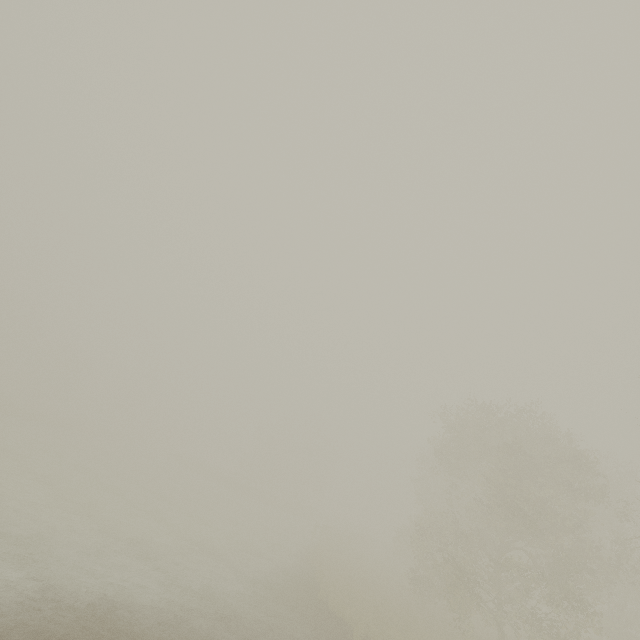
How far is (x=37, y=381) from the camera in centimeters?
5900cm
